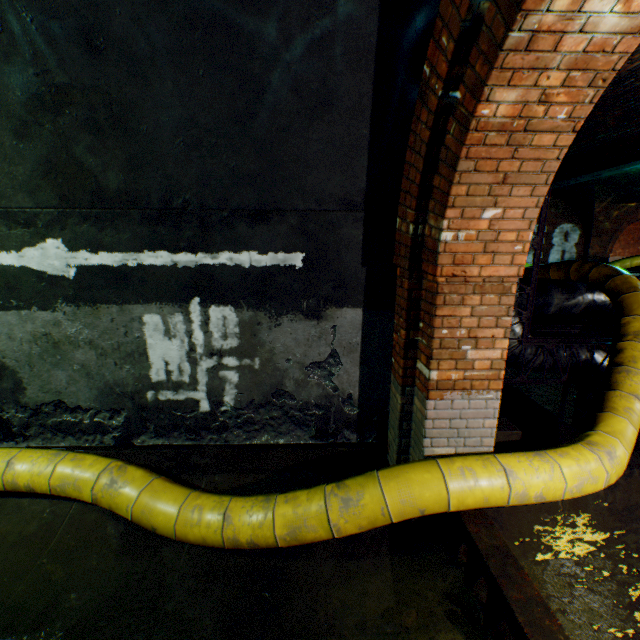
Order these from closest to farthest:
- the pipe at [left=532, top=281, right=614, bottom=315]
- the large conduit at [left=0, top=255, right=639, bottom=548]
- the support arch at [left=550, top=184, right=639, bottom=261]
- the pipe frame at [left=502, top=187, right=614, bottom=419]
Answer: the large conduit at [left=0, top=255, right=639, bottom=548]
the pipe frame at [left=502, top=187, right=614, bottom=419]
the pipe at [left=532, top=281, right=614, bottom=315]
the support arch at [left=550, top=184, right=639, bottom=261]

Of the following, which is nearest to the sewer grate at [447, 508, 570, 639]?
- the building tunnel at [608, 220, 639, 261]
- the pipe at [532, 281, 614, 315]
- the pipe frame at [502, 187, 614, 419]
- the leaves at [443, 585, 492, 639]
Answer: the leaves at [443, 585, 492, 639]

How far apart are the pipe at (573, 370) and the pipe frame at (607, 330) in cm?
4

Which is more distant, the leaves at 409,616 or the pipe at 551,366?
the pipe at 551,366

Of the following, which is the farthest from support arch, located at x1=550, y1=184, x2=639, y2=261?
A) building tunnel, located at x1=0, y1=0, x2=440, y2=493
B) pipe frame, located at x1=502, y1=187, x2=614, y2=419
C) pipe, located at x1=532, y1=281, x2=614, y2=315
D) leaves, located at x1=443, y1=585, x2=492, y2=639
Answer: leaves, located at x1=443, y1=585, x2=492, y2=639

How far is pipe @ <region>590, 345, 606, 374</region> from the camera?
4.7m

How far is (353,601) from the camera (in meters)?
2.56

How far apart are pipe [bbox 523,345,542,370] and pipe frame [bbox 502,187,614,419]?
0.0m
